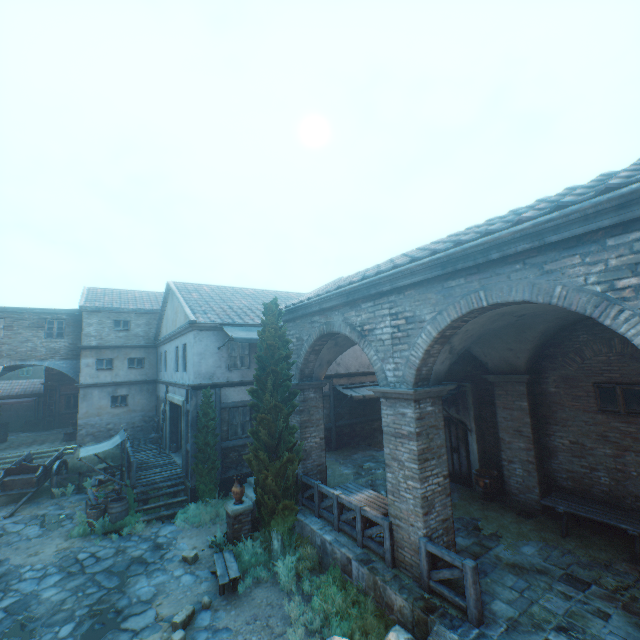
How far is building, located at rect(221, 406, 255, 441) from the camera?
13.88m

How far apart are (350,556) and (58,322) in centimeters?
2365cm

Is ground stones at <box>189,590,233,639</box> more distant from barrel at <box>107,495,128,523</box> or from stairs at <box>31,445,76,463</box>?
stairs at <box>31,445,76,463</box>

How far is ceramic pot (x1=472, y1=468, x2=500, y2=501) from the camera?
10.09m

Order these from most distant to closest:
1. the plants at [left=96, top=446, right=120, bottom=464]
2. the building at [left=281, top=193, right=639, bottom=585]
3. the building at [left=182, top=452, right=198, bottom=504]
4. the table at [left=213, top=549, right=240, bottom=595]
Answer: the plants at [left=96, top=446, right=120, bottom=464] < the building at [left=182, top=452, right=198, bottom=504] < the table at [left=213, top=549, right=240, bottom=595] < the building at [left=281, top=193, right=639, bottom=585]

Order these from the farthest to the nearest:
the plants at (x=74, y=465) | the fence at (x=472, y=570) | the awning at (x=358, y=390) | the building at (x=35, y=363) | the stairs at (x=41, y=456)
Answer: the stairs at (x=41, y=456)
the plants at (x=74, y=465)
the awning at (x=358, y=390)
the building at (x=35, y=363)
the fence at (x=472, y=570)

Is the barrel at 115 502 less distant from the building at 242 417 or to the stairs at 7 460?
the building at 242 417

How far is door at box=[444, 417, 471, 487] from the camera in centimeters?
1145cm
